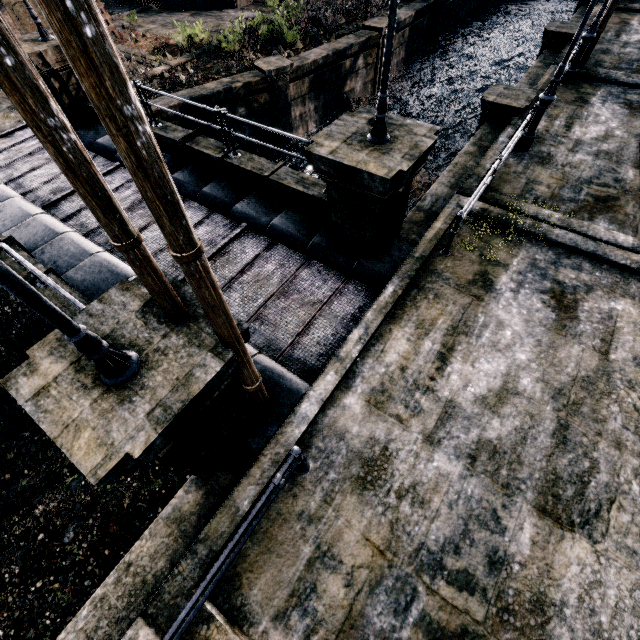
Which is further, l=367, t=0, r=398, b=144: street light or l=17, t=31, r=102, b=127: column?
l=17, t=31, r=102, b=127: column

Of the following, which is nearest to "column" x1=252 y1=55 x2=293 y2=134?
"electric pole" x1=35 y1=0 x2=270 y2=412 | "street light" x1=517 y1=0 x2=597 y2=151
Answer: "street light" x1=517 y1=0 x2=597 y2=151

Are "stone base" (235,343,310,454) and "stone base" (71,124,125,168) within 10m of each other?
yes

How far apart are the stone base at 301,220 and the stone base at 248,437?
2.9m

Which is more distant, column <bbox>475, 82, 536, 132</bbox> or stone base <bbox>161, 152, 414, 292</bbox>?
column <bbox>475, 82, 536, 132</bbox>

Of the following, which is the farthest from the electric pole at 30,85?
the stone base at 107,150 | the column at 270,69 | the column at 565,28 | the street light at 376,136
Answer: the column at 565,28

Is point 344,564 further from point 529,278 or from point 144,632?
point 529,278

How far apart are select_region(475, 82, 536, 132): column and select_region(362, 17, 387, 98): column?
9.8m
